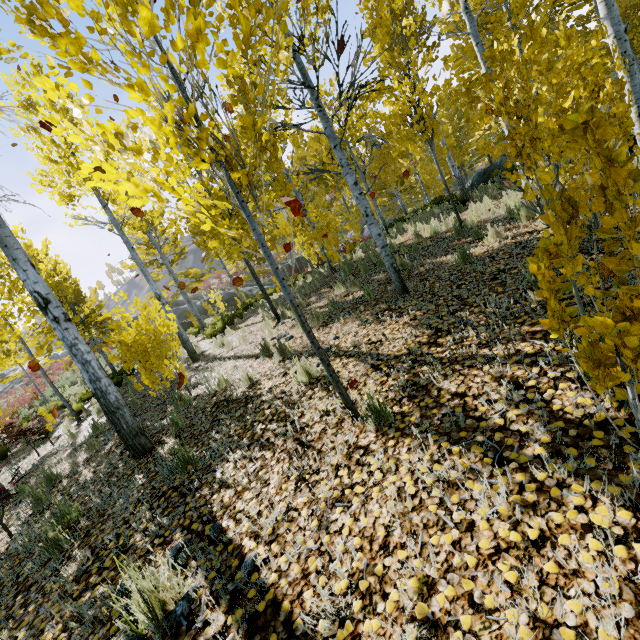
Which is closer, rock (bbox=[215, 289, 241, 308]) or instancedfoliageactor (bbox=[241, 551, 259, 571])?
instancedfoliageactor (bbox=[241, 551, 259, 571])

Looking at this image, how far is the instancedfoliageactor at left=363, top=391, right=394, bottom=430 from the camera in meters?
2.7 m

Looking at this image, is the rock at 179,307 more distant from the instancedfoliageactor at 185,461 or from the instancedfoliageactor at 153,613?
the instancedfoliageactor at 153,613

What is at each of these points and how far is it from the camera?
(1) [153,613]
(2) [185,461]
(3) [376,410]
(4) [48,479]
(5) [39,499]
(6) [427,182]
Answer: (1) instancedfoliageactor, 2.01m
(2) instancedfoliageactor, 3.54m
(3) instancedfoliageactor, 2.79m
(4) instancedfoliageactor, 5.70m
(5) instancedfoliageactor, 5.09m
(6) instancedfoliageactor, 20.72m

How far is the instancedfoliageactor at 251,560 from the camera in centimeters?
207cm

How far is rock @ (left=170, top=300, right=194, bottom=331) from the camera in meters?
23.7 m
